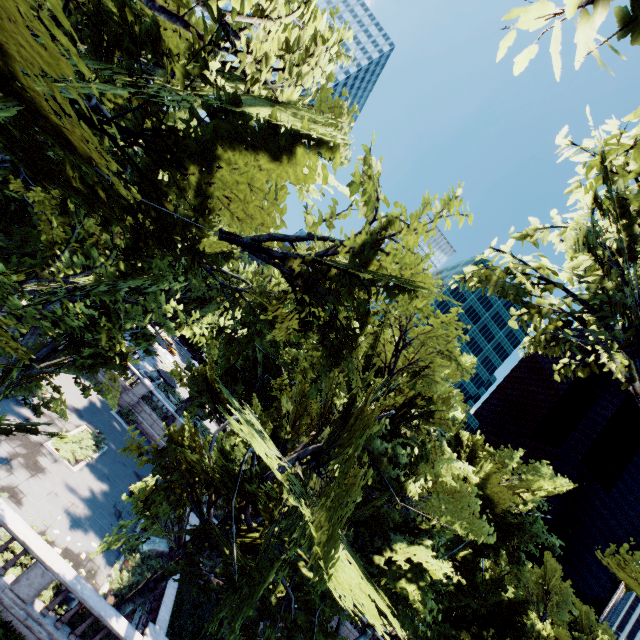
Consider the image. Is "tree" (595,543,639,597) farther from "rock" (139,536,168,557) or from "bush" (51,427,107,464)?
"bush" (51,427,107,464)

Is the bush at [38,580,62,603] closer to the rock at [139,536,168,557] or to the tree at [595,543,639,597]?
the tree at [595,543,639,597]

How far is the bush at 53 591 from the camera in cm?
1238

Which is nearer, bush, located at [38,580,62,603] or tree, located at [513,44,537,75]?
tree, located at [513,44,537,75]

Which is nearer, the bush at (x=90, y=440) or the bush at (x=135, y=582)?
the bush at (x=135, y=582)

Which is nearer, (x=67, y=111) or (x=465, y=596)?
(x=67, y=111)

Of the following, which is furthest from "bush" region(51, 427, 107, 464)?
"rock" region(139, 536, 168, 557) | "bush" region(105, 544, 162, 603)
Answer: "bush" region(105, 544, 162, 603)
